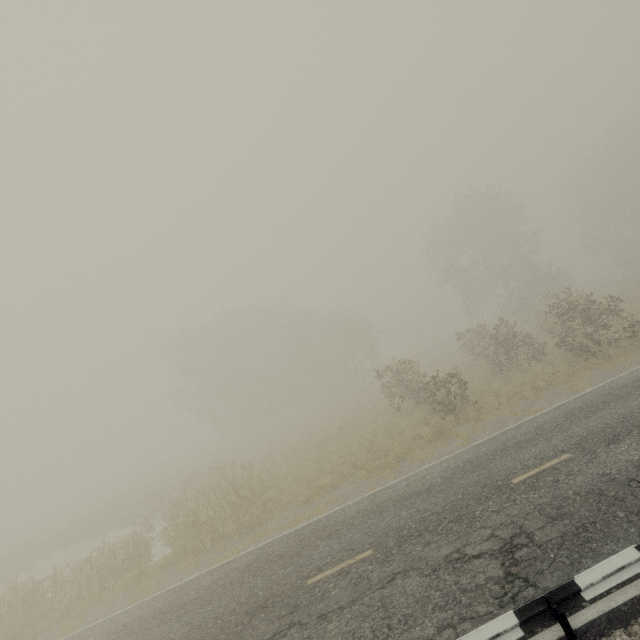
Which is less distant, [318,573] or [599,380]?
[318,573]

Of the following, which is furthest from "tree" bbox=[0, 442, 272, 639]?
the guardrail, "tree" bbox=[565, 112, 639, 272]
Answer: "tree" bbox=[565, 112, 639, 272]

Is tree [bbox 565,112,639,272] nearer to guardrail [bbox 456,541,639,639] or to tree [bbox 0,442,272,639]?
tree [bbox 0,442,272,639]

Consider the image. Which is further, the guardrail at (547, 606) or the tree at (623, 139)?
the tree at (623, 139)

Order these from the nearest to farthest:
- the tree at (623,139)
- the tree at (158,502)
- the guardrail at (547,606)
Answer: the guardrail at (547,606), the tree at (158,502), the tree at (623,139)

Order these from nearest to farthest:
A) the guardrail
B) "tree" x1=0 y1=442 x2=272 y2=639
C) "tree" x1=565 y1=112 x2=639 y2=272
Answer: the guardrail < "tree" x1=0 y1=442 x2=272 y2=639 < "tree" x1=565 y1=112 x2=639 y2=272

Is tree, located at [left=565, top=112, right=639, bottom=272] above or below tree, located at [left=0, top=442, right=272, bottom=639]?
above
